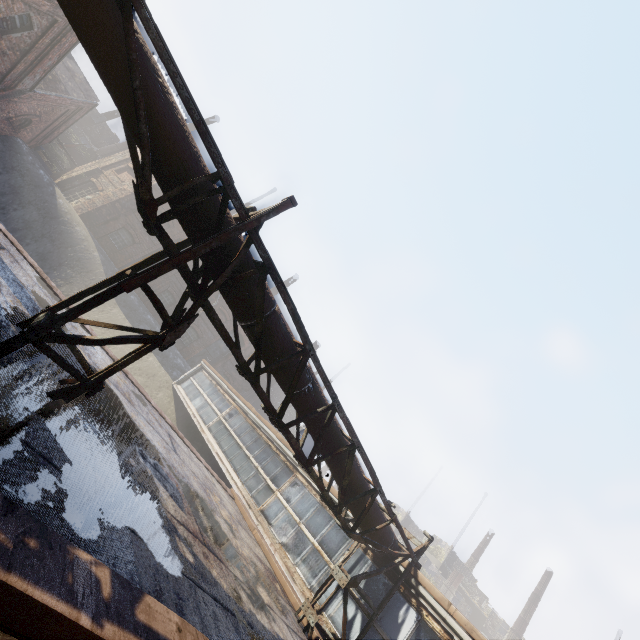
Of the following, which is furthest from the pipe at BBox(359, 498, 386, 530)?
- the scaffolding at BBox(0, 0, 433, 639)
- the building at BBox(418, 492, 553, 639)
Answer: the building at BBox(418, 492, 553, 639)

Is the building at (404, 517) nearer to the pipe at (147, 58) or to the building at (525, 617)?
the building at (525, 617)

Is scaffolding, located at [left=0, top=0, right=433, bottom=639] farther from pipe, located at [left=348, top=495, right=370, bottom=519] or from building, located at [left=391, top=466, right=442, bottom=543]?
building, located at [left=391, top=466, right=442, bottom=543]

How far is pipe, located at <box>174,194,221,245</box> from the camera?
3.8 meters

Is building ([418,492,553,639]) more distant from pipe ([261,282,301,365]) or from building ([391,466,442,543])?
pipe ([261,282,301,365])

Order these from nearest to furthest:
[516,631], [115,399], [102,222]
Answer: [115,399], [102,222], [516,631]

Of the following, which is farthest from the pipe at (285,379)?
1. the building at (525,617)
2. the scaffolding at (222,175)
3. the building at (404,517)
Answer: the building at (404,517)
